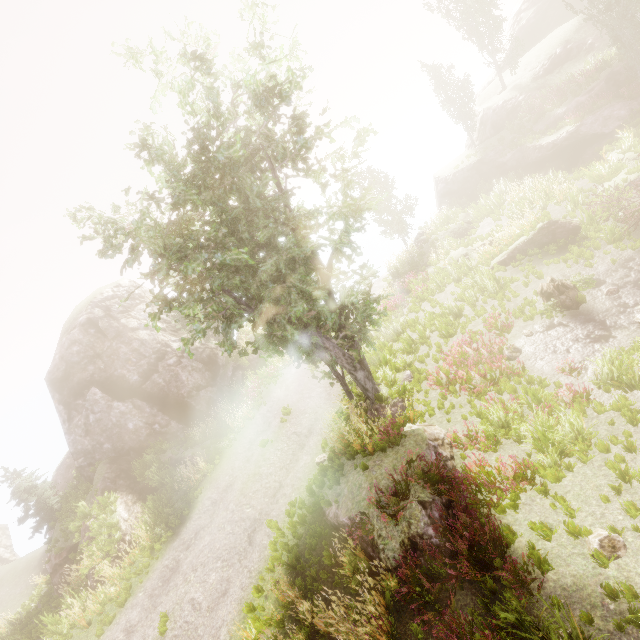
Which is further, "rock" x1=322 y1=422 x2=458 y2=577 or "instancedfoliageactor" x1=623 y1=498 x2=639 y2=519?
"rock" x1=322 y1=422 x2=458 y2=577

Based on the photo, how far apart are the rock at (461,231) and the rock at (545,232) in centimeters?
621cm

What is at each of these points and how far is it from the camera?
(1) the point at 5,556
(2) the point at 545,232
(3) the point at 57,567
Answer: (1) rock, 30.67m
(2) rock, 14.85m
(3) rock, 17.47m

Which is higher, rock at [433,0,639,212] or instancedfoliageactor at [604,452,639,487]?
rock at [433,0,639,212]

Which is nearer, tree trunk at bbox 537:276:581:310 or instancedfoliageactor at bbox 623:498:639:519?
instancedfoliageactor at bbox 623:498:639:519

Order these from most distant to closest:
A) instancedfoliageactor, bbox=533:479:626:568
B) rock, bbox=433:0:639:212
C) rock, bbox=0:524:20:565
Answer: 1. rock, bbox=0:524:20:565
2. rock, bbox=433:0:639:212
3. instancedfoliageactor, bbox=533:479:626:568

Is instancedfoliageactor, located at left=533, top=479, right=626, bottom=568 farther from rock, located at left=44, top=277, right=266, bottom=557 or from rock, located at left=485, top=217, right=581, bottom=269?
rock, located at left=485, top=217, right=581, bottom=269

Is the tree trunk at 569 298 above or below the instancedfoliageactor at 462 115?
below
